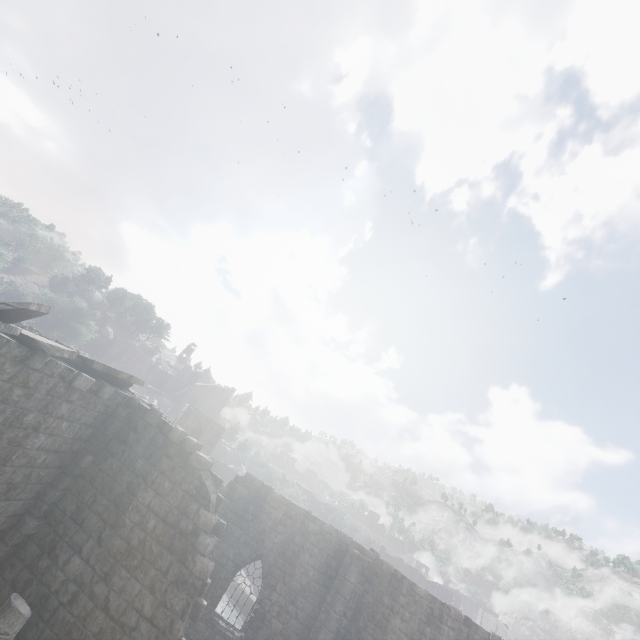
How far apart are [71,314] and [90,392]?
63.9 meters

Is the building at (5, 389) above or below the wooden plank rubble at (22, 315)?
below

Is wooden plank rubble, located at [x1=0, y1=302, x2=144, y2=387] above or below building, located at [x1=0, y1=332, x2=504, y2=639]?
above

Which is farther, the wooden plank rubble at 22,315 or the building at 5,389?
the building at 5,389

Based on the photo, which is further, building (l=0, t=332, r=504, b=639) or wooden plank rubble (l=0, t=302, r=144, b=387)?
building (l=0, t=332, r=504, b=639)
